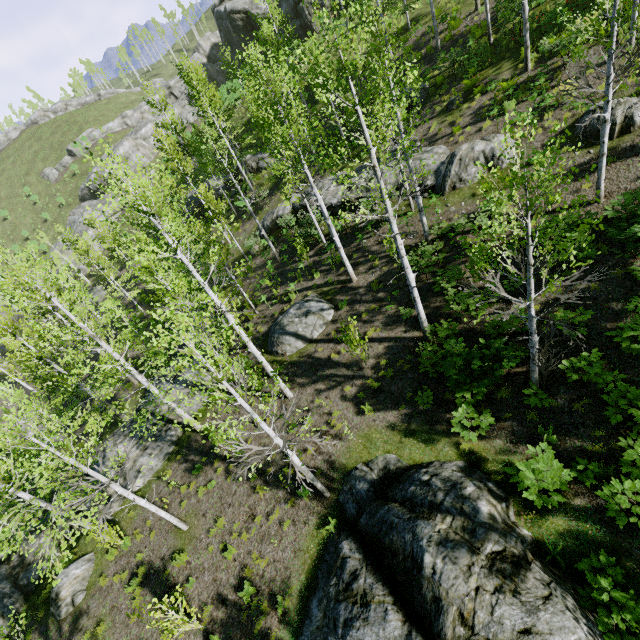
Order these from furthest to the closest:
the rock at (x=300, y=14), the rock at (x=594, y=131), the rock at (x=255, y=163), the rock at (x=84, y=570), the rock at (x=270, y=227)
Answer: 1. the rock at (x=300, y=14)
2. the rock at (x=255, y=163)
3. the rock at (x=270, y=227)
4. the rock at (x=594, y=131)
5. the rock at (x=84, y=570)

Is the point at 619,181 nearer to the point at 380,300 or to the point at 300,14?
the point at 380,300

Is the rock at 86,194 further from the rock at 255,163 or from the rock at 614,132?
the rock at 614,132

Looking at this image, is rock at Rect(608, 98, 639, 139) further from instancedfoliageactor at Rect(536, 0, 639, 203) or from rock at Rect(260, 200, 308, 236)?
instancedfoliageactor at Rect(536, 0, 639, 203)

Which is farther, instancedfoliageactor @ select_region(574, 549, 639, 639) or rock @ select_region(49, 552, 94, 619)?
rock @ select_region(49, 552, 94, 619)

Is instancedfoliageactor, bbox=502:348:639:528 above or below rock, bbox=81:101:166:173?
below

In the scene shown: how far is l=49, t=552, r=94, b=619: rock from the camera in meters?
11.0 m

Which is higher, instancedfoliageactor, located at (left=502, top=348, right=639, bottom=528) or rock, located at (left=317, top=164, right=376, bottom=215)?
rock, located at (left=317, top=164, right=376, bottom=215)
